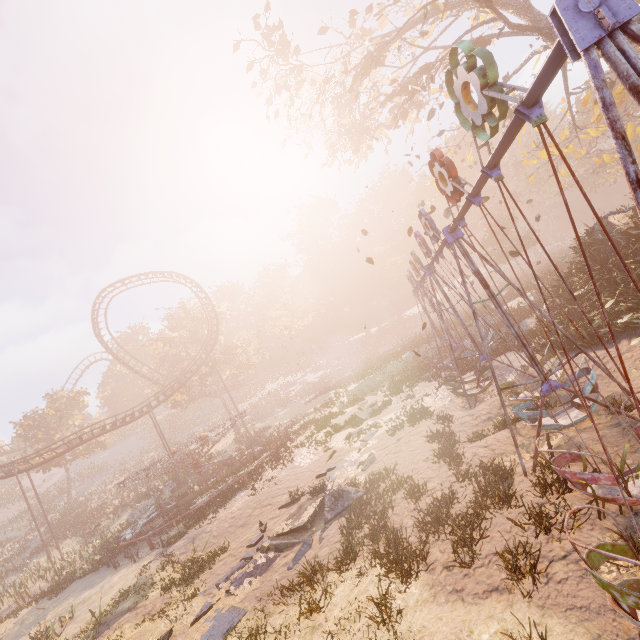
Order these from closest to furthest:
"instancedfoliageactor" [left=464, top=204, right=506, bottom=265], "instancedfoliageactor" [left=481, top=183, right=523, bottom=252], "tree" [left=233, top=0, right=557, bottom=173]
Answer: "tree" [left=233, top=0, right=557, bottom=173] < "instancedfoliageactor" [left=481, top=183, right=523, bottom=252] < "instancedfoliageactor" [left=464, top=204, right=506, bottom=265]

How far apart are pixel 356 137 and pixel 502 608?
28.06m

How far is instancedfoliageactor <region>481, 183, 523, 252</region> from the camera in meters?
41.7 m

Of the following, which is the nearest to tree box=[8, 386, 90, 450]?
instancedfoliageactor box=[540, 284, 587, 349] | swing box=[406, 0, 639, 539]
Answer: swing box=[406, 0, 639, 539]

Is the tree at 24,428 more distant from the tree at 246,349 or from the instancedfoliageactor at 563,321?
the instancedfoliageactor at 563,321

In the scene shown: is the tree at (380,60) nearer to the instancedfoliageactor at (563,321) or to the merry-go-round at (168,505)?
the instancedfoliageactor at (563,321)

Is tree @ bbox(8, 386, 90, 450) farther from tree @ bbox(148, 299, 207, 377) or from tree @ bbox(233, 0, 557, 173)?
tree @ bbox(233, 0, 557, 173)
